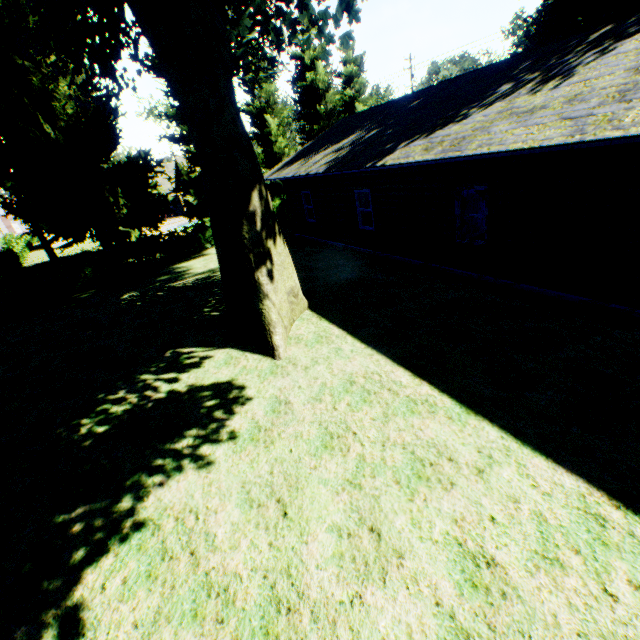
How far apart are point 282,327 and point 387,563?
5.7 meters

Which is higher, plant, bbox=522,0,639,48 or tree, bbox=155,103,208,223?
plant, bbox=522,0,639,48

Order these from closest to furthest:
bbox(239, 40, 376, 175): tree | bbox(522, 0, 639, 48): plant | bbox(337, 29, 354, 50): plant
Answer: bbox(337, 29, 354, 50): plant < bbox(522, 0, 639, 48): plant < bbox(239, 40, 376, 175): tree

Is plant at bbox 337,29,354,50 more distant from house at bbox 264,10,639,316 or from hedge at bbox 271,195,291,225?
house at bbox 264,10,639,316

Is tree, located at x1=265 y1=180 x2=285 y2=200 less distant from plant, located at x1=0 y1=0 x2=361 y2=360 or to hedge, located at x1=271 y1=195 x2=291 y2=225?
hedge, located at x1=271 y1=195 x2=291 y2=225

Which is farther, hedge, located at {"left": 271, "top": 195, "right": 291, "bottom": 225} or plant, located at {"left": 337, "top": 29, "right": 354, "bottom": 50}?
hedge, located at {"left": 271, "top": 195, "right": 291, "bottom": 225}

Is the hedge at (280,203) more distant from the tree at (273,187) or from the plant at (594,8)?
the plant at (594,8)

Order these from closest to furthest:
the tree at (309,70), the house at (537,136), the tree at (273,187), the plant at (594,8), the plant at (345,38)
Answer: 1. the house at (537,136)
2. the plant at (345,38)
3. the plant at (594,8)
4. the tree at (309,70)
5. the tree at (273,187)
